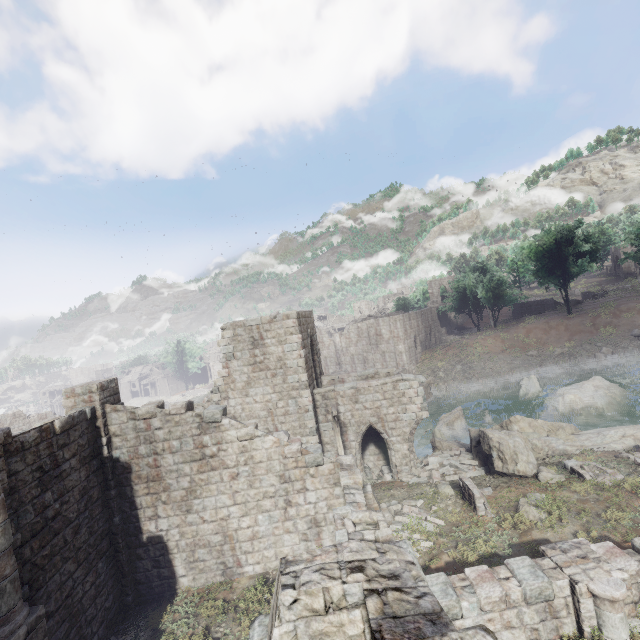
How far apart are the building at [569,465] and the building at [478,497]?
3.20m

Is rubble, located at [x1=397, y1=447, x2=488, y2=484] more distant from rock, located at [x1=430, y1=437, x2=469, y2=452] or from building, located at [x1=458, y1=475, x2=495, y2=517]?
building, located at [x1=458, y1=475, x2=495, y2=517]

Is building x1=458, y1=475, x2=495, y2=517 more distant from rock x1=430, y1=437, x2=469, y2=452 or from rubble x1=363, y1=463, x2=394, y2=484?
rubble x1=363, y1=463, x2=394, y2=484

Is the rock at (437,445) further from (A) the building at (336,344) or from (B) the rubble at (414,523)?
(B) the rubble at (414,523)

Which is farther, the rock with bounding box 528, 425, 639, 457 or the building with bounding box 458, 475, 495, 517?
the rock with bounding box 528, 425, 639, 457

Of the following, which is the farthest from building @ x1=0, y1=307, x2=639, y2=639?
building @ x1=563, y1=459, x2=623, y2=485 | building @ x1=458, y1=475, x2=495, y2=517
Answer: building @ x1=563, y1=459, x2=623, y2=485

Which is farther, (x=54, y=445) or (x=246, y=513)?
(x=246, y=513)

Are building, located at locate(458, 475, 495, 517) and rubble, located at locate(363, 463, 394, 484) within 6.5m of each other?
yes
